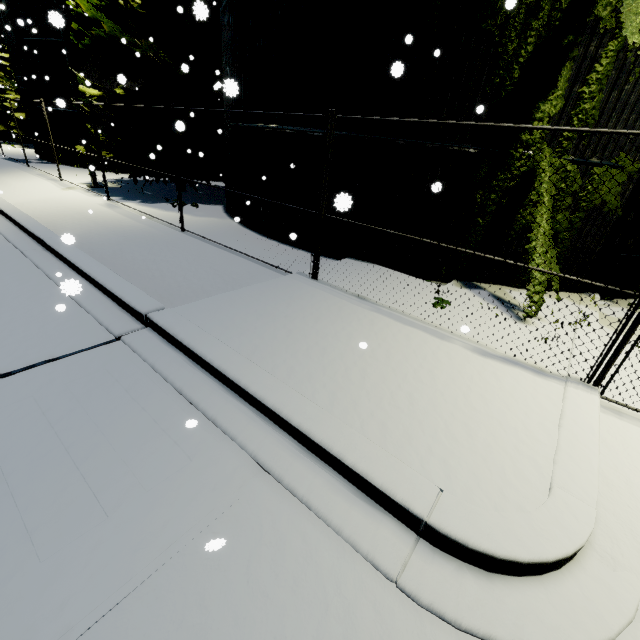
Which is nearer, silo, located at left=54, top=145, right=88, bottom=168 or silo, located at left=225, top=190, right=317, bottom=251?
silo, located at left=225, top=190, right=317, bottom=251

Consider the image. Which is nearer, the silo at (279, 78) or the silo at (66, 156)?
the silo at (279, 78)

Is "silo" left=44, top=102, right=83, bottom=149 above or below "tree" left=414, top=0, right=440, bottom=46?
below

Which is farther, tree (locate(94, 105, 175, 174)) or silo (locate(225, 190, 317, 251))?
tree (locate(94, 105, 175, 174))

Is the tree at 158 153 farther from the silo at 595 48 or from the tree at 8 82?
the tree at 8 82

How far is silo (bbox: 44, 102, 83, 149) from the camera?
18.0m

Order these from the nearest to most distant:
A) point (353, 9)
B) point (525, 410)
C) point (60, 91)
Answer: point (525, 410), point (353, 9), point (60, 91)

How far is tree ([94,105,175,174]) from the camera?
12.14m
